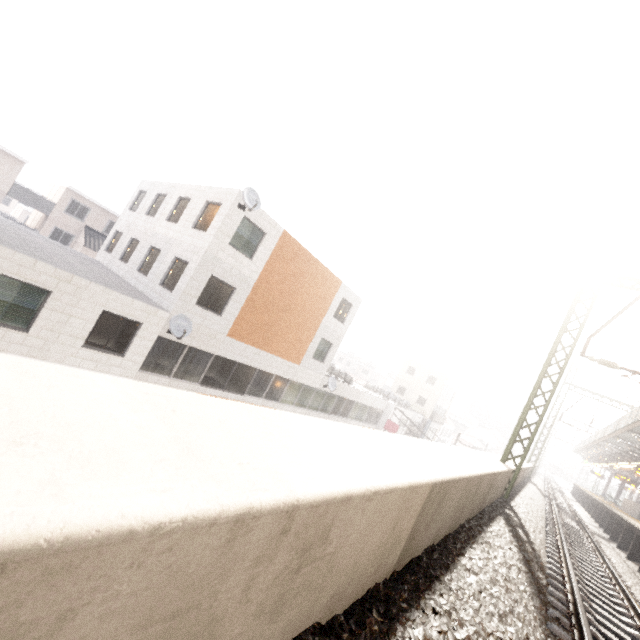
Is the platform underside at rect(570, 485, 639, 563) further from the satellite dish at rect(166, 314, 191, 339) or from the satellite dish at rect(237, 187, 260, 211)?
the satellite dish at rect(237, 187, 260, 211)

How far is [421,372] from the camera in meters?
42.9

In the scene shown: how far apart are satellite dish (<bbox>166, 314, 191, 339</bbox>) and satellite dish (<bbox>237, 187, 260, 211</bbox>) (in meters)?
5.17

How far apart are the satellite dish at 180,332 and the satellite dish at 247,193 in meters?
5.2

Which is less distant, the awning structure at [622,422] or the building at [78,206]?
the awning structure at [622,422]

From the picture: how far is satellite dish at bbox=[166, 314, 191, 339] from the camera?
12.8 meters

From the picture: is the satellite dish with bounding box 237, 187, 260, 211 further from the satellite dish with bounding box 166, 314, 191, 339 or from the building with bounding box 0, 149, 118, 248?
the building with bounding box 0, 149, 118, 248

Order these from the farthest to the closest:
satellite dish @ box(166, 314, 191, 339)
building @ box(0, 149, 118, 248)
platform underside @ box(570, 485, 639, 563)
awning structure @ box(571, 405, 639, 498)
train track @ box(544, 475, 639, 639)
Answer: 1. building @ box(0, 149, 118, 248)
2. awning structure @ box(571, 405, 639, 498)
3. satellite dish @ box(166, 314, 191, 339)
4. platform underside @ box(570, 485, 639, 563)
5. train track @ box(544, 475, 639, 639)
